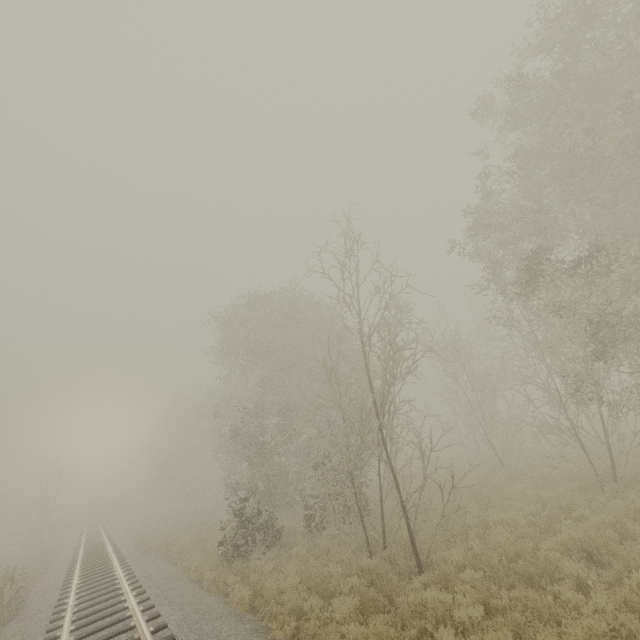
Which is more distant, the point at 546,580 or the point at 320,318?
the point at 320,318
